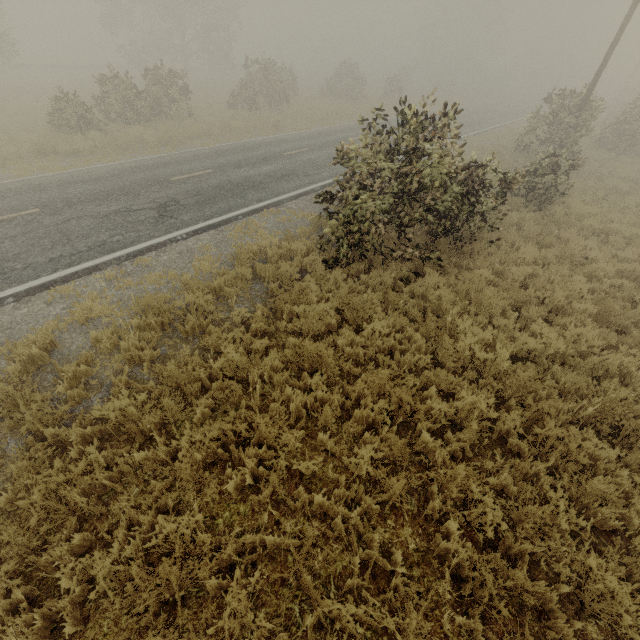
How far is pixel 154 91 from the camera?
18.7 meters

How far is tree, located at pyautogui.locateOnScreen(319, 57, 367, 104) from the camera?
33.0 meters

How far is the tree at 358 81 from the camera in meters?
33.0
